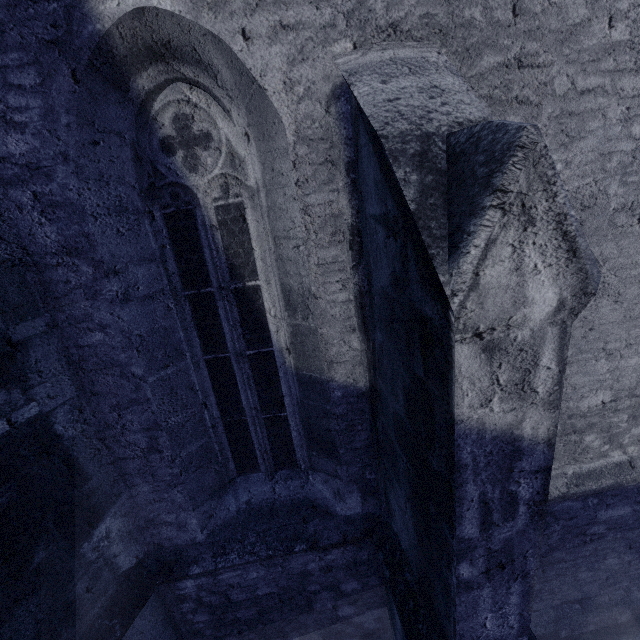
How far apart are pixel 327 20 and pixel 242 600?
4.7 meters
